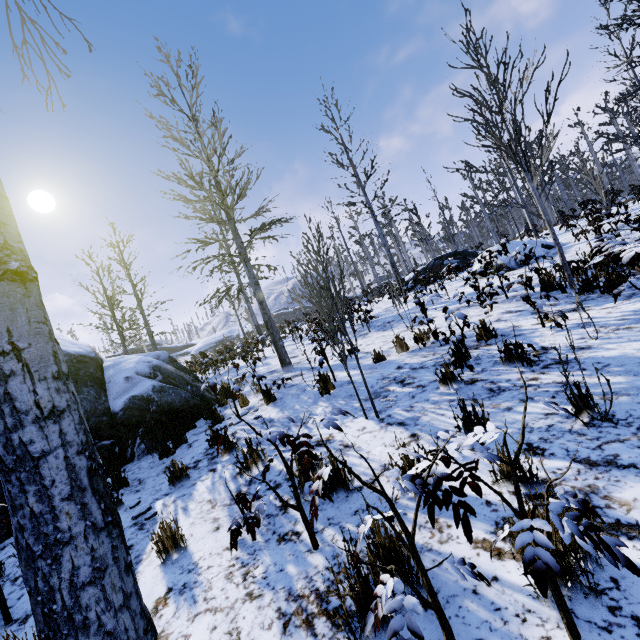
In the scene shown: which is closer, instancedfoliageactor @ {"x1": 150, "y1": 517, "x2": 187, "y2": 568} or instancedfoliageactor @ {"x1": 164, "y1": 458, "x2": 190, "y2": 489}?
instancedfoliageactor @ {"x1": 150, "y1": 517, "x2": 187, "y2": 568}

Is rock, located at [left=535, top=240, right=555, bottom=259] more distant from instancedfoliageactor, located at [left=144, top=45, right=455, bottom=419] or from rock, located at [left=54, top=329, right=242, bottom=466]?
rock, located at [left=54, top=329, right=242, bottom=466]

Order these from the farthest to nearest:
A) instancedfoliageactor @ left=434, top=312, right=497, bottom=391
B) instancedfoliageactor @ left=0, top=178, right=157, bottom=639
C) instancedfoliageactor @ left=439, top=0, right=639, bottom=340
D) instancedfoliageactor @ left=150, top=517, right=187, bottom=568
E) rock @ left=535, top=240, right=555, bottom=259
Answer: rock @ left=535, top=240, right=555, bottom=259, instancedfoliageactor @ left=439, top=0, right=639, bottom=340, instancedfoliageactor @ left=434, top=312, right=497, bottom=391, instancedfoliageactor @ left=150, top=517, right=187, bottom=568, instancedfoliageactor @ left=0, top=178, right=157, bottom=639

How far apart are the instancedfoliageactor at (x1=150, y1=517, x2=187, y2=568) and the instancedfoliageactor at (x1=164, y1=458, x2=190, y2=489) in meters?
1.3 m

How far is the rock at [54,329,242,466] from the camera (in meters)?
5.66

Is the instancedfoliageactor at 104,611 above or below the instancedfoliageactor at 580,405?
above

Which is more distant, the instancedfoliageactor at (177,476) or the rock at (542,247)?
the rock at (542,247)

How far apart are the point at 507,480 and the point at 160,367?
7.18m
